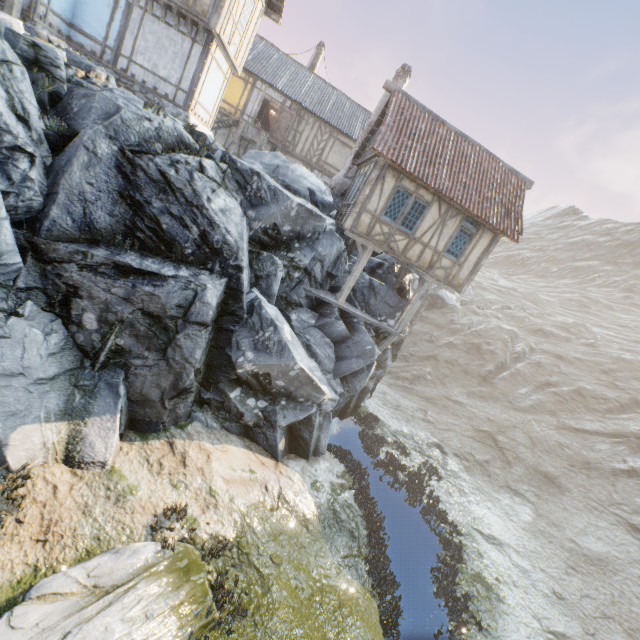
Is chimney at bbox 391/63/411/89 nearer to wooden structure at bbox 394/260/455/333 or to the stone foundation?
wooden structure at bbox 394/260/455/333

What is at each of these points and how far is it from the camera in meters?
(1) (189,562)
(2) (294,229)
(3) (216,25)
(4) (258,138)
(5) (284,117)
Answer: (1) rock, 7.0
(2) rock, 12.8
(3) building, 11.9
(4) wooden structure, 20.8
(5) door, 21.9

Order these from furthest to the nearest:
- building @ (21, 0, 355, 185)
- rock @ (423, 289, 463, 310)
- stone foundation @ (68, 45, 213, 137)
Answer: rock @ (423, 289, 463, 310)
stone foundation @ (68, 45, 213, 137)
building @ (21, 0, 355, 185)

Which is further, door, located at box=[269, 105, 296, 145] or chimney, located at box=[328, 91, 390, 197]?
door, located at box=[269, 105, 296, 145]

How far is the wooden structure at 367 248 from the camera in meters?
13.7

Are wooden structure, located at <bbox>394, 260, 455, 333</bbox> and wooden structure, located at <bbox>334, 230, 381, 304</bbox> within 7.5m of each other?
yes

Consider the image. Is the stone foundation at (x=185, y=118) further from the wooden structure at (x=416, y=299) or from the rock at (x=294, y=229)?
the wooden structure at (x=416, y=299)

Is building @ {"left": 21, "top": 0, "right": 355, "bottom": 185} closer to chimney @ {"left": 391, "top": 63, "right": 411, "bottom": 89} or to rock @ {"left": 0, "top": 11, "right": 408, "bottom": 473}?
rock @ {"left": 0, "top": 11, "right": 408, "bottom": 473}
